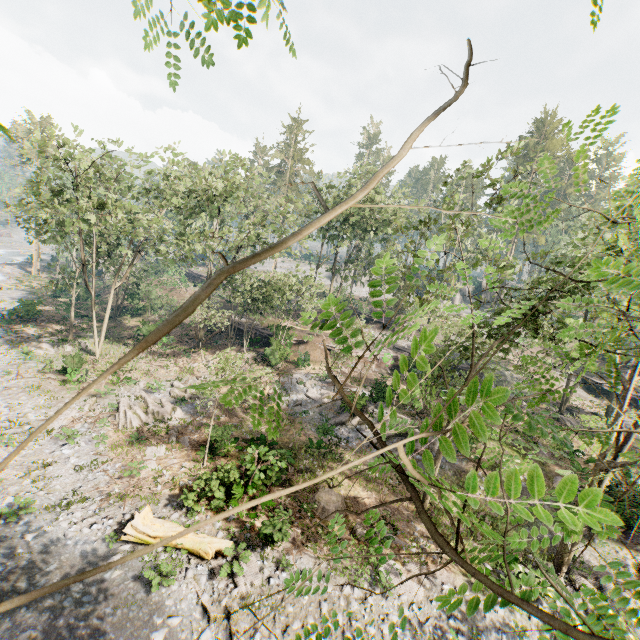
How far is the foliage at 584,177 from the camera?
2.9 meters

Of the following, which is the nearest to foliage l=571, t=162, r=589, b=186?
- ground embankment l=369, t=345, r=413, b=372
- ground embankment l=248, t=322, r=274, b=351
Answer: ground embankment l=248, t=322, r=274, b=351

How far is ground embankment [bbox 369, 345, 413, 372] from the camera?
34.3 meters

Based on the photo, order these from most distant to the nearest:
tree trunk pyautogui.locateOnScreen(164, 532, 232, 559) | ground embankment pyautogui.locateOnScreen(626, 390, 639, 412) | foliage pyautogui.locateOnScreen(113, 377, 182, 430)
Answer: ground embankment pyautogui.locateOnScreen(626, 390, 639, 412) < foliage pyautogui.locateOnScreen(113, 377, 182, 430) < tree trunk pyautogui.locateOnScreen(164, 532, 232, 559)

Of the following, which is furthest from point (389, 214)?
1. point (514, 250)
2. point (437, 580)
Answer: point (514, 250)

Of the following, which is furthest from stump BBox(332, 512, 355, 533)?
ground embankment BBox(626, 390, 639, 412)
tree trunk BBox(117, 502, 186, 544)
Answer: ground embankment BBox(626, 390, 639, 412)

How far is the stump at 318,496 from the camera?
15.7m

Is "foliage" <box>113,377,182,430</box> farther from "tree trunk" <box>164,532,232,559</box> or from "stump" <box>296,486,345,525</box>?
"stump" <box>296,486,345,525</box>
